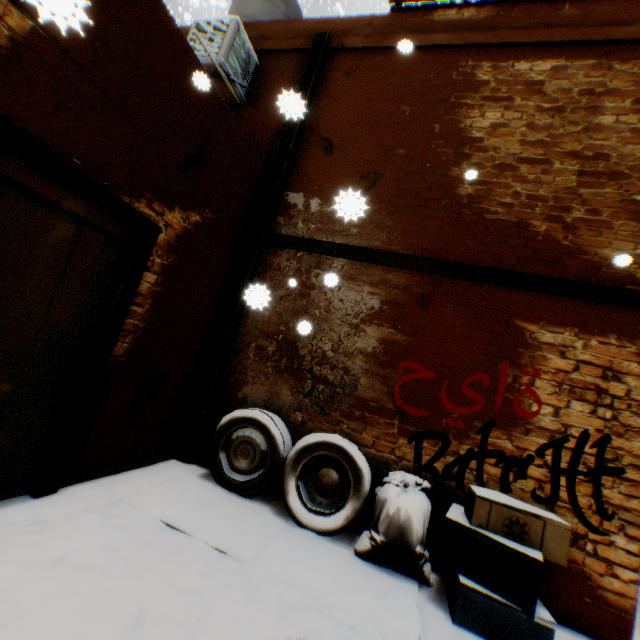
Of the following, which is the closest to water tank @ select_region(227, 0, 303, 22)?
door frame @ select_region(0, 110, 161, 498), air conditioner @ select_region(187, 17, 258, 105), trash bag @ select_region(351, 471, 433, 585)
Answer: air conditioner @ select_region(187, 17, 258, 105)

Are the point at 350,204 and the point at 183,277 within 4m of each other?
yes

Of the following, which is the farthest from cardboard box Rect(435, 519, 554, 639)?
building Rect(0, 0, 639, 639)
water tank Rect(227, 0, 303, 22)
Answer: water tank Rect(227, 0, 303, 22)

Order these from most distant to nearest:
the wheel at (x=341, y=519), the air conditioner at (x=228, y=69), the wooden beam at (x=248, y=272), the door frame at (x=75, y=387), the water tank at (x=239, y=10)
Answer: the water tank at (x=239, y=10) < the air conditioner at (x=228, y=69) < the wooden beam at (x=248, y=272) < the wheel at (x=341, y=519) < the door frame at (x=75, y=387)

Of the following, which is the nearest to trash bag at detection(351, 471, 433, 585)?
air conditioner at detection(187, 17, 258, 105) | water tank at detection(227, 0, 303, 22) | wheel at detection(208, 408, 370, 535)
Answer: wheel at detection(208, 408, 370, 535)

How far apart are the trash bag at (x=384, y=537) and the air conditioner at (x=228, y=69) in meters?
5.1

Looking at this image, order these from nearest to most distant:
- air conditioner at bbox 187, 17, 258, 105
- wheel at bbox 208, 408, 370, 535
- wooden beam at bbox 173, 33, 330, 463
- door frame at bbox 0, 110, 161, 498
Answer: door frame at bbox 0, 110, 161, 498, wheel at bbox 208, 408, 370, 535, wooden beam at bbox 173, 33, 330, 463, air conditioner at bbox 187, 17, 258, 105

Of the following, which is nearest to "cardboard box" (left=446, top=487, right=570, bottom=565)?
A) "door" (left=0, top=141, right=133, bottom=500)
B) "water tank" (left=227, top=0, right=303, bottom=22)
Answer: "door" (left=0, top=141, right=133, bottom=500)
